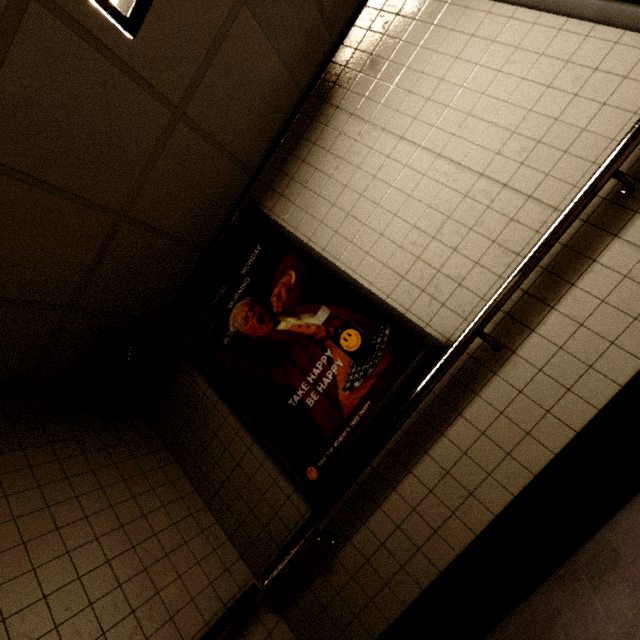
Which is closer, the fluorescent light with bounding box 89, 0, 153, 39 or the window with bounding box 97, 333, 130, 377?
the fluorescent light with bounding box 89, 0, 153, 39

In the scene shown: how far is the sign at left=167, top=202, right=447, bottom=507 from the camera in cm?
193

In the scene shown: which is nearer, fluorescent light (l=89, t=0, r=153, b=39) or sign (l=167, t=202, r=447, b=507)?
fluorescent light (l=89, t=0, r=153, b=39)

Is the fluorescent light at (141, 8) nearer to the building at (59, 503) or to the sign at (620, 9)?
the building at (59, 503)

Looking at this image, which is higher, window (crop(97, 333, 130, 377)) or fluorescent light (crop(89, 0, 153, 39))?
fluorescent light (crop(89, 0, 153, 39))

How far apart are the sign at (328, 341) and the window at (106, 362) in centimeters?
37cm

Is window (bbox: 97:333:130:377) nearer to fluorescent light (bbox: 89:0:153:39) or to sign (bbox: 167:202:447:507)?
sign (bbox: 167:202:447:507)

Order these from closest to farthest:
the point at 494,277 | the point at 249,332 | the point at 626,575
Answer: the point at 626,575 → the point at 494,277 → the point at 249,332
